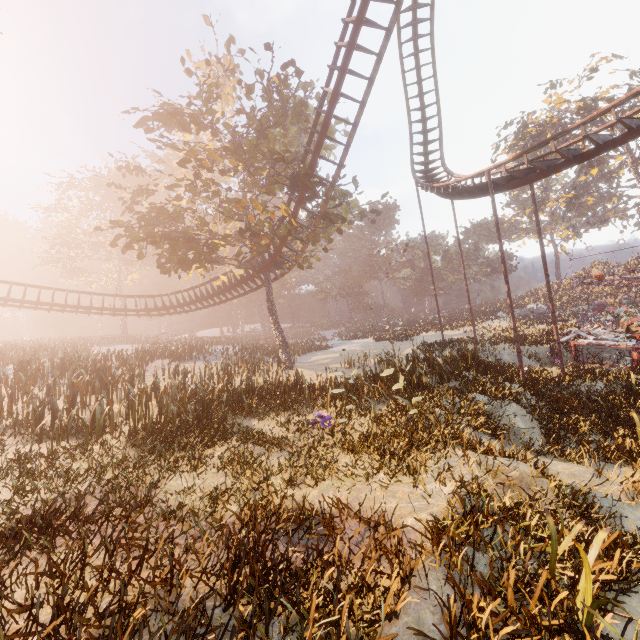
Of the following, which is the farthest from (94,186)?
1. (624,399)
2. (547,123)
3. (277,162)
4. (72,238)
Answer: Result: (547,123)

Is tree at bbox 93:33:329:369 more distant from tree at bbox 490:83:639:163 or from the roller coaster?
tree at bbox 490:83:639:163

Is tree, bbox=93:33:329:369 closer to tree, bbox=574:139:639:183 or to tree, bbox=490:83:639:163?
tree, bbox=490:83:639:163

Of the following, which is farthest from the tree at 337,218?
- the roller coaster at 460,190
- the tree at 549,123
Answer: the tree at 549,123

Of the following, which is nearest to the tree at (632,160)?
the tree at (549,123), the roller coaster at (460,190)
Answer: the tree at (549,123)

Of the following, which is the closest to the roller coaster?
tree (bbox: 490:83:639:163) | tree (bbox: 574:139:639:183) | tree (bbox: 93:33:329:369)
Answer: tree (bbox: 93:33:329:369)

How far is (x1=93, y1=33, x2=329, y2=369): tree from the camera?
16.3 meters
